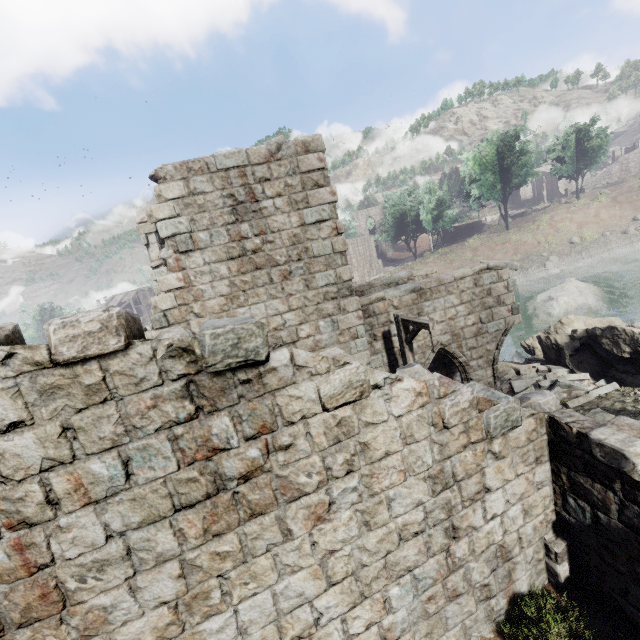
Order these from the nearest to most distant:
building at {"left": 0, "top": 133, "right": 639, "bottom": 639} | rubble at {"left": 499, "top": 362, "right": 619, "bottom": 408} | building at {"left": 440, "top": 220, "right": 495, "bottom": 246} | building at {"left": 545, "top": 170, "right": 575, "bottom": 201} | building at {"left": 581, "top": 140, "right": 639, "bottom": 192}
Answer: building at {"left": 0, "top": 133, "right": 639, "bottom": 639}
rubble at {"left": 499, "top": 362, "right": 619, "bottom": 408}
building at {"left": 581, "top": 140, "right": 639, "bottom": 192}
building at {"left": 440, "top": 220, "right": 495, "bottom": 246}
building at {"left": 545, "top": 170, "right": 575, "bottom": 201}

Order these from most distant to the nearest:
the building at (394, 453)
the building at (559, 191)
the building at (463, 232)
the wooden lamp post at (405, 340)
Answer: the building at (559, 191) → the building at (463, 232) → the wooden lamp post at (405, 340) → the building at (394, 453)

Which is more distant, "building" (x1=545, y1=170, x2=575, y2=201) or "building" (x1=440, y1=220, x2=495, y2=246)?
"building" (x1=545, y1=170, x2=575, y2=201)

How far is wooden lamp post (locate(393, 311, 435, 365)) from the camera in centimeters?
809cm

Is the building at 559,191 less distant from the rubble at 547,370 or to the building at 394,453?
the building at 394,453

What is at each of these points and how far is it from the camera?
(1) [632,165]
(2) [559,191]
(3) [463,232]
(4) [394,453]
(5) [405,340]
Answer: (1) building, 45.81m
(2) building, 55.78m
(3) building, 53.41m
(4) building, 4.39m
(5) wooden lamp post, 9.12m

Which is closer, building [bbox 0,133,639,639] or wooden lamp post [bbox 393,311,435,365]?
building [bbox 0,133,639,639]

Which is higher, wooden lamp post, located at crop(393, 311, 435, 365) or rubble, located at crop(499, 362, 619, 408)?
wooden lamp post, located at crop(393, 311, 435, 365)
